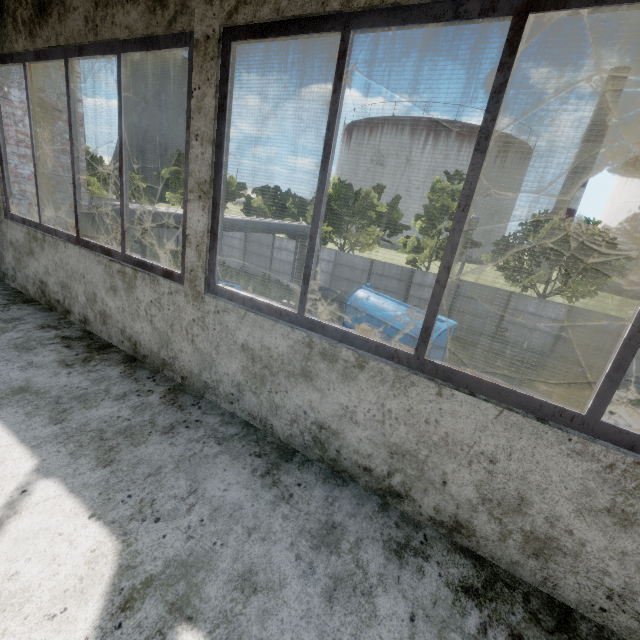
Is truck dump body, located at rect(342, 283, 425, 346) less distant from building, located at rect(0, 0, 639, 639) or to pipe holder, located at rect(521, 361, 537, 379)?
pipe holder, located at rect(521, 361, 537, 379)

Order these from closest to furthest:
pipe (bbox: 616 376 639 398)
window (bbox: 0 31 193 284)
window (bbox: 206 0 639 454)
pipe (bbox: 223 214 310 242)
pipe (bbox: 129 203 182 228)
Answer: window (bbox: 206 0 639 454) < window (bbox: 0 31 193 284) < pipe (bbox: 129 203 182 228) < pipe (bbox: 223 214 310 242) < pipe (bbox: 616 376 639 398)

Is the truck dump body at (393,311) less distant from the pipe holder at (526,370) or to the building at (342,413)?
the pipe holder at (526,370)

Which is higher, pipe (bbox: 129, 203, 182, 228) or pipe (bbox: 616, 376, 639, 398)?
pipe (bbox: 129, 203, 182, 228)

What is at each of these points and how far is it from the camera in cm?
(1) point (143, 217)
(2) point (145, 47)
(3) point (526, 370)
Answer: (1) pipe, 939
(2) window, 209
(3) pipe holder, 1633

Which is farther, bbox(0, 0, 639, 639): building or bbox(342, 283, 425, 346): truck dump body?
bbox(342, 283, 425, 346): truck dump body

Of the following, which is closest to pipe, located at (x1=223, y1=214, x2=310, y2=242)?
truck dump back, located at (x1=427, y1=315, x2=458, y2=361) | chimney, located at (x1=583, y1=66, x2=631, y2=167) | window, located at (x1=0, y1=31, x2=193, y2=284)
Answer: window, located at (x1=0, y1=31, x2=193, y2=284)

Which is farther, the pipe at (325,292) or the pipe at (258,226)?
the pipe at (325,292)
